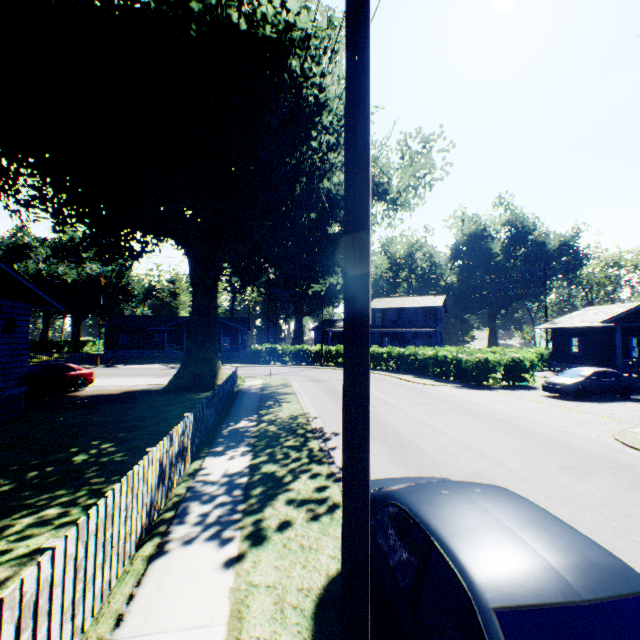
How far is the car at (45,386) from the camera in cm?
1597

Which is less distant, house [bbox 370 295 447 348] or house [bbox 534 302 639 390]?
house [bbox 534 302 639 390]

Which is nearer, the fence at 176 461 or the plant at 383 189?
the fence at 176 461

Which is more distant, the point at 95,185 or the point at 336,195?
the point at 336,195

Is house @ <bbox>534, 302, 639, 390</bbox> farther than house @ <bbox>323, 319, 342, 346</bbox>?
No

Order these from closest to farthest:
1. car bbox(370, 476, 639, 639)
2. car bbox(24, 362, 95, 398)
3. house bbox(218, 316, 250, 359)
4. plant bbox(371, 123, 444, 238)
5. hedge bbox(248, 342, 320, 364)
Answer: car bbox(370, 476, 639, 639) → car bbox(24, 362, 95, 398) → plant bbox(371, 123, 444, 238) → hedge bbox(248, 342, 320, 364) → house bbox(218, 316, 250, 359)

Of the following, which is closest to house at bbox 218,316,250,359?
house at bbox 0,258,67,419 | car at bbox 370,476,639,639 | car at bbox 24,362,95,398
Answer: car at bbox 24,362,95,398

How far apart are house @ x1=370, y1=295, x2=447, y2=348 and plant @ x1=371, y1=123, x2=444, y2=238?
27.9 meters
